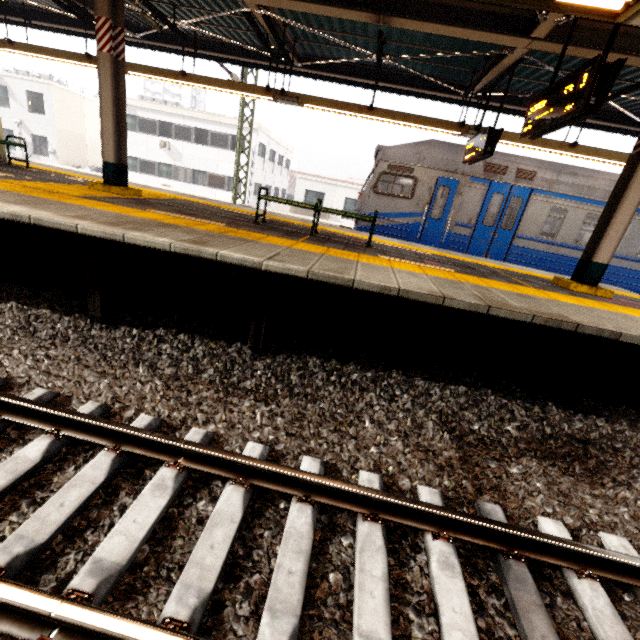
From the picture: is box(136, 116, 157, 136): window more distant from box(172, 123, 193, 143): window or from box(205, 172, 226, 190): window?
box(205, 172, 226, 190): window

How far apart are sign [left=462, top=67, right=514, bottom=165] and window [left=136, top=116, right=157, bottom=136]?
26.3 meters

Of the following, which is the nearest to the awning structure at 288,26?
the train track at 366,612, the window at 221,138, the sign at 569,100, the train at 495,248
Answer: the sign at 569,100

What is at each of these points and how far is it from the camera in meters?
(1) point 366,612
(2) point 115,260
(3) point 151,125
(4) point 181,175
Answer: (1) train track, 1.8
(2) platform underside, 3.9
(3) window, 25.3
(4) window, 26.3

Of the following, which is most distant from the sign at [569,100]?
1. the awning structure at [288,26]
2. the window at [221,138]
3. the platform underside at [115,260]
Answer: the window at [221,138]

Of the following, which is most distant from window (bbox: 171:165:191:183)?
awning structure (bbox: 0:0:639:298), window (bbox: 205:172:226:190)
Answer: awning structure (bbox: 0:0:639:298)

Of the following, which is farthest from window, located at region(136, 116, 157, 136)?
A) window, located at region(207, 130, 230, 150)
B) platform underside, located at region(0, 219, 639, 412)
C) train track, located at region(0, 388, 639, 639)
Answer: train track, located at region(0, 388, 639, 639)

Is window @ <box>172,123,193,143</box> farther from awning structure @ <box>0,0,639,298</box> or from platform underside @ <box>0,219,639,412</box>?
platform underside @ <box>0,219,639,412</box>
